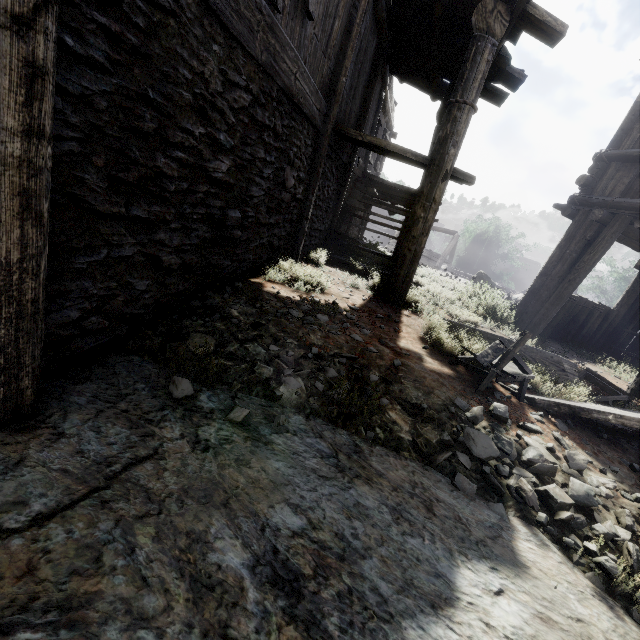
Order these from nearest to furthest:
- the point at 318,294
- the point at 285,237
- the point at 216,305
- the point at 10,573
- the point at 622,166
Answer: the point at 10,573 → the point at 216,305 → the point at 318,294 → the point at 285,237 → the point at 622,166

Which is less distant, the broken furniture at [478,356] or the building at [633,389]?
the broken furniture at [478,356]

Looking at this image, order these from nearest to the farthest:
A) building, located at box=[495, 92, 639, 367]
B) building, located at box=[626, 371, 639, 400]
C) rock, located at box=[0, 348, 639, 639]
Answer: rock, located at box=[0, 348, 639, 639], building, located at box=[626, 371, 639, 400], building, located at box=[495, 92, 639, 367]

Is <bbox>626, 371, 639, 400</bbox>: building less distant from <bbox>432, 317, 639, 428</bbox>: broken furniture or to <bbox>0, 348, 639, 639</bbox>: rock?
<bbox>0, 348, 639, 639</bbox>: rock

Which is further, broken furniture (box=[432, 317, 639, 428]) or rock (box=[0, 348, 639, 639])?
broken furniture (box=[432, 317, 639, 428])

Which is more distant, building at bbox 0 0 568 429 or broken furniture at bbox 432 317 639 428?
broken furniture at bbox 432 317 639 428
